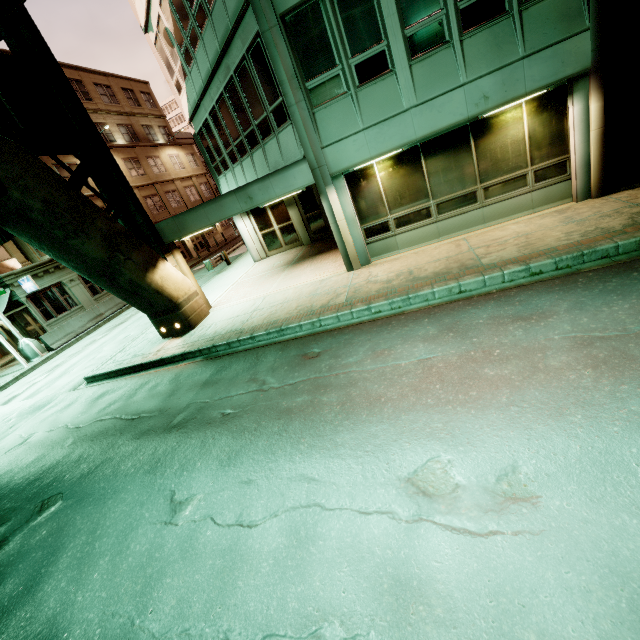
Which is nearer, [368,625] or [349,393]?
[368,625]

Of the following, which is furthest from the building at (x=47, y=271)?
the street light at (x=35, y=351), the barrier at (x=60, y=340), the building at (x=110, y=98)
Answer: the building at (x=110, y=98)

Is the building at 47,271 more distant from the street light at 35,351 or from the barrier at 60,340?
the street light at 35,351

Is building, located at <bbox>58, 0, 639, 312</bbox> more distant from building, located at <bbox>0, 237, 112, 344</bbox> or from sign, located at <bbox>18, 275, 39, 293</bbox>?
building, located at <bbox>0, 237, 112, 344</bbox>

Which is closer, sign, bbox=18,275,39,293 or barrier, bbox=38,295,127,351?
barrier, bbox=38,295,127,351

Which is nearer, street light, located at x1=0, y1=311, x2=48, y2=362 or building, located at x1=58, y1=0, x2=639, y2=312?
building, located at x1=58, y1=0, x2=639, y2=312

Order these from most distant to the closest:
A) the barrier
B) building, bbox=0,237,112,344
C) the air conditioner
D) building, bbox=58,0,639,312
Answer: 1. the air conditioner
2. building, bbox=0,237,112,344
3. the barrier
4. building, bbox=58,0,639,312

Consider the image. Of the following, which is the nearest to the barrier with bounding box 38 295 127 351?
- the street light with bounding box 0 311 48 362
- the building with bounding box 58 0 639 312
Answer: the street light with bounding box 0 311 48 362
